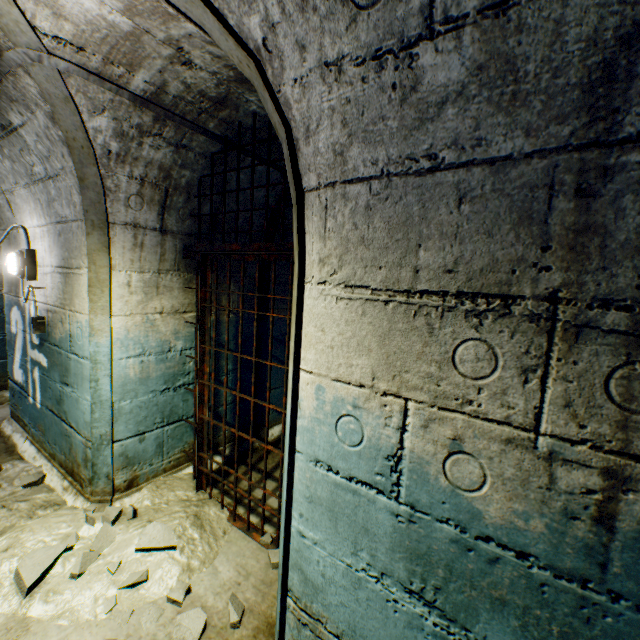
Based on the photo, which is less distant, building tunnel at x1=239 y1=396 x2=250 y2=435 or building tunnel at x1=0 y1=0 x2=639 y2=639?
building tunnel at x1=0 y1=0 x2=639 y2=639

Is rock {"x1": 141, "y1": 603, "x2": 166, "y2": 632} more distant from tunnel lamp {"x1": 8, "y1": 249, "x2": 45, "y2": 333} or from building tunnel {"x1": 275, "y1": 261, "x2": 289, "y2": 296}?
tunnel lamp {"x1": 8, "y1": 249, "x2": 45, "y2": 333}

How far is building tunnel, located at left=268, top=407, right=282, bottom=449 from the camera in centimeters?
381cm

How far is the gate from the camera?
2.1m

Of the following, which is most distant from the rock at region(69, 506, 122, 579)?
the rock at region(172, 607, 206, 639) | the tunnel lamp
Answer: the tunnel lamp

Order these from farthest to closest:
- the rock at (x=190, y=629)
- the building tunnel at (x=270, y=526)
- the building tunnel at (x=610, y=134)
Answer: the building tunnel at (x=270, y=526) < the rock at (x=190, y=629) < the building tunnel at (x=610, y=134)

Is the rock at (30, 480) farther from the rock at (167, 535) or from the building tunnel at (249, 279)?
the rock at (167, 535)

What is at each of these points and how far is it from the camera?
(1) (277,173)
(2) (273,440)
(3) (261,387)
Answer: (1) building tunnel, 3.01m
(2) building tunnel, 3.87m
(3) building tunnel, 3.70m
